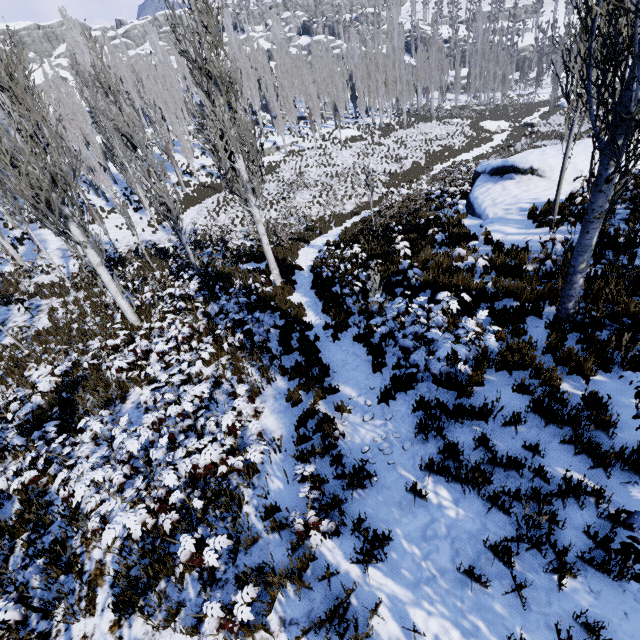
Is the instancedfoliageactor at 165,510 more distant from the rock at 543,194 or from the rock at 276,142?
the rock at 543,194

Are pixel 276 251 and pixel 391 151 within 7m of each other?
no

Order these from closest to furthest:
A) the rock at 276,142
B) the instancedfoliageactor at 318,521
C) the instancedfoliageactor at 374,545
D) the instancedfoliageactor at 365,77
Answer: the instancedfoliageactor at 318,521
the instancedfoliageactor at 374,545
the instancedfoliageactor at 365,77
the rock at 276,142

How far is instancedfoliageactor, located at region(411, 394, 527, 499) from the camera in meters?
4.1

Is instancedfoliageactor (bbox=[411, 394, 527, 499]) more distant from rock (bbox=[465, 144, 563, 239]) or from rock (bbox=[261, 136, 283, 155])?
rock (bbox=[465, 144, 563, 239])

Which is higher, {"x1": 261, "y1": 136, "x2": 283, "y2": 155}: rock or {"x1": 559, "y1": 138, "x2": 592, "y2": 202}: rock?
{"x1": 559, "y1": 138, "x2": 592, "y2": 202}: rock

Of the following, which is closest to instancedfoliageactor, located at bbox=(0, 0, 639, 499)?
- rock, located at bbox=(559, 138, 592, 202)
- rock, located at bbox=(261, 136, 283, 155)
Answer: rock, located at bbox=(261, 136, 283, 155)
